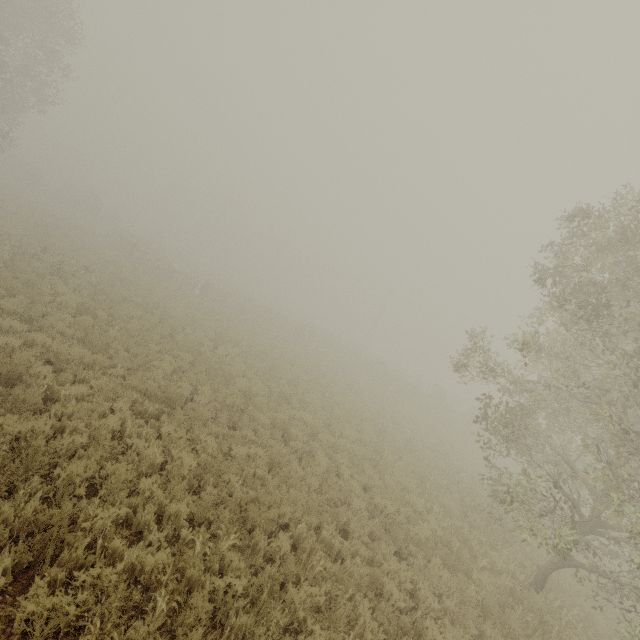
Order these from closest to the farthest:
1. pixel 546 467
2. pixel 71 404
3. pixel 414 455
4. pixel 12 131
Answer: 1. pixel 71 404
2. pixel 546 467
3. pixel 414 455
4. pixel 12 131
